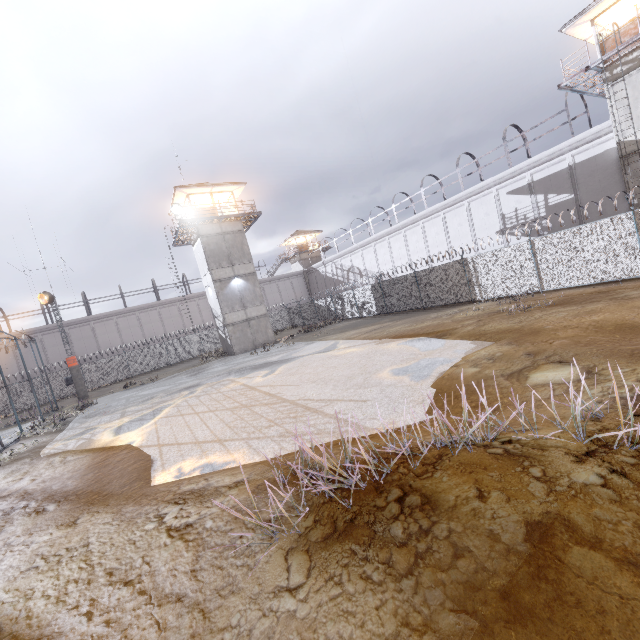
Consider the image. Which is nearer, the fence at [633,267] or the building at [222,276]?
the fence at [633,267]

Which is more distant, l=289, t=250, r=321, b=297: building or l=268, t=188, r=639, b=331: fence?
l=289, t=250, r=321, b=297: building

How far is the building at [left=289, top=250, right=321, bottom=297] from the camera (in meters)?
53.19

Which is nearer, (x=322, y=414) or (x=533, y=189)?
(x=322, y=414)

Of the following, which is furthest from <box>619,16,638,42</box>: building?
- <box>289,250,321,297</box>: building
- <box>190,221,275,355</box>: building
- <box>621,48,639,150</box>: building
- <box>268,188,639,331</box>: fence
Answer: <box>289,250,321,297</box>: building

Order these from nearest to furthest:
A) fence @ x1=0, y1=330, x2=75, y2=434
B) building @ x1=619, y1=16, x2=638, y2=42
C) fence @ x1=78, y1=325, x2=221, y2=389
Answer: building @ x1=619, y1=16, x2=638, y2=42, fence @ x1=0, y1=330, x2=75, y2=434, fence @ x1=78, y1=325, x2=221, y2=389

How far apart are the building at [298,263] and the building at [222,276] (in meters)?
23.62

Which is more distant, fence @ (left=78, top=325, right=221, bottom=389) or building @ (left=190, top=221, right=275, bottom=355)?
fence @ (left=78, top=325, right=221, bottom=389)
